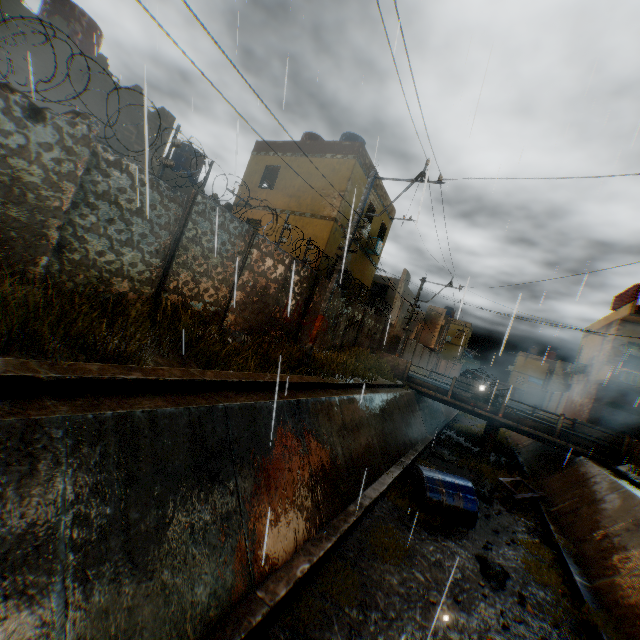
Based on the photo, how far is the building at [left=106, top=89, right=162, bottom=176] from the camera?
9.38m

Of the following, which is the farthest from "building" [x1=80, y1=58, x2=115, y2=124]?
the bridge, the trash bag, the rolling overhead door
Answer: the trash bag

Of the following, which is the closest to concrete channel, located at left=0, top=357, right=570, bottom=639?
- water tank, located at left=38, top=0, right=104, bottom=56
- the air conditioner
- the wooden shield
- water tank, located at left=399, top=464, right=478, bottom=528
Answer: water tank, located at left=399, top=464, right=478, bottom=528

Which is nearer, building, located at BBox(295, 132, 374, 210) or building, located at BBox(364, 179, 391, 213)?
building, located at BBox(295, 132, 374, 210)

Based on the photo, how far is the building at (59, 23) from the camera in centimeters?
782cm

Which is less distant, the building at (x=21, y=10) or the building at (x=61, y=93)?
the building at (x=21, y=10)

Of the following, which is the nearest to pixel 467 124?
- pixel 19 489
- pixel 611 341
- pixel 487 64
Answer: pixel 487 64
